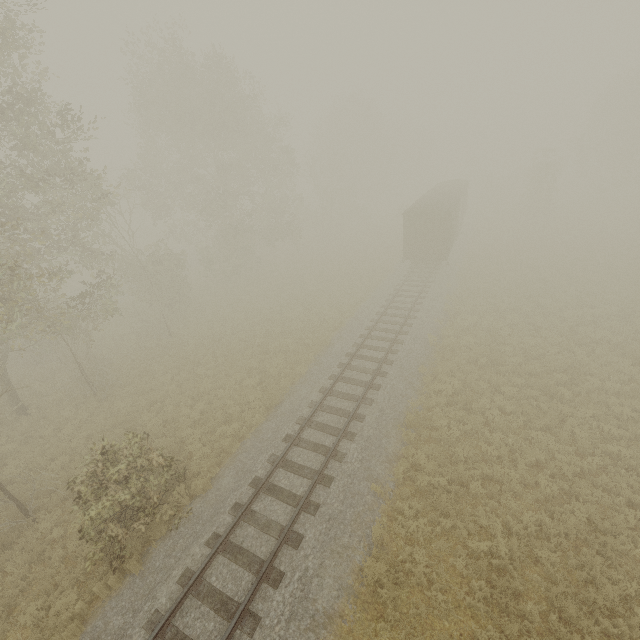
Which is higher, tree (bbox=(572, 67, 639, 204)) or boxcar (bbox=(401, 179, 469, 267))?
tree (bbox=(572, 67, 639, 204))

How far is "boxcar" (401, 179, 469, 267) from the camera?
23.69m

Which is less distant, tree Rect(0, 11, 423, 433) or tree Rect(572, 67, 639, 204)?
tree Rect(0, 11, 423, 433)

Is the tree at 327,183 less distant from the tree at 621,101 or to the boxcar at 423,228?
the boxcar at 423,228

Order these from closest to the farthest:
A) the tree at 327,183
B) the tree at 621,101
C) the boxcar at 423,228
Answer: the tree at 327,183, the boxcar at 423,228, the tree at 621,101

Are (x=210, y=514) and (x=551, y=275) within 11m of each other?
no

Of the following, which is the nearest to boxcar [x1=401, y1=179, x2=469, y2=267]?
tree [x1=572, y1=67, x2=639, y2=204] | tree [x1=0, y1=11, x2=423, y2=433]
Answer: tree [x1=0, y1=11, x2=423, y2=433]
